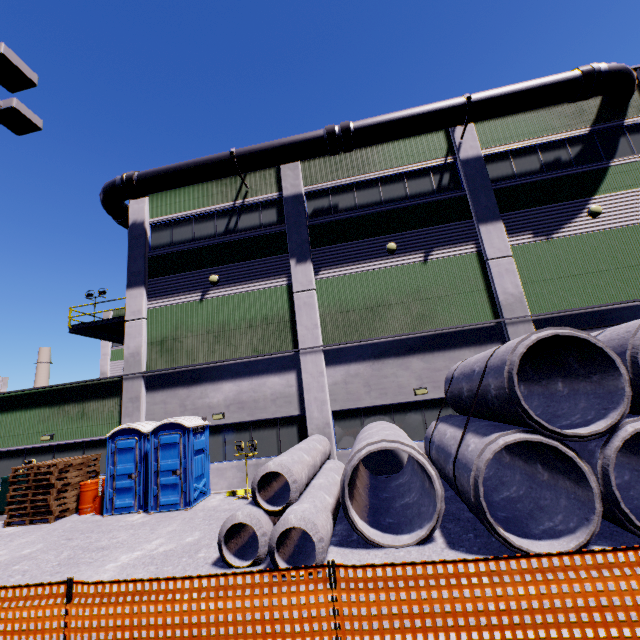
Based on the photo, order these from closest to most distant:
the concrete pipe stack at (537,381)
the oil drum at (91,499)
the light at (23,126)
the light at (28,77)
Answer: the concrete pipe stack at (537,381)
the light at (28,77)
the light at (23,126)
the oil drum at (91,499)

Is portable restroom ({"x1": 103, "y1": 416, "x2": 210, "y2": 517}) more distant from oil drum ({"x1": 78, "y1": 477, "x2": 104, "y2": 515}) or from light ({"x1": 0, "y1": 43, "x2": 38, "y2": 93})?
light ({"x1": 0, "y1": 43, "x2": 38, "y2": 93})

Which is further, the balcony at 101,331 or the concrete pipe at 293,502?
the balcony at 101,331

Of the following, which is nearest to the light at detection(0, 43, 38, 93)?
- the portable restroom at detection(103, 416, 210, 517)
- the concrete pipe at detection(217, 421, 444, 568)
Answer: the portable restroom at detection(103, 416, 210, 517)

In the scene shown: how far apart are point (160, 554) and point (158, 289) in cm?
1114

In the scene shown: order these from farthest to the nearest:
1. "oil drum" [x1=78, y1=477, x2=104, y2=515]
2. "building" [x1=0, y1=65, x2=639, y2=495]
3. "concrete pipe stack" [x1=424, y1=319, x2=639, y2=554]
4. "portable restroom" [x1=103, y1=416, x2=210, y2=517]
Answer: "building" [x1=0, y1=65, x2=639, y2=495] → "oil drum" [x1=78, y1=477, x2=104, y2=515] → "portable restroom" [x1=103, y1=416, x2=210, y2=517] → "concrete pipe stack" [x1=424, y1=319, x2=639, y2=554]

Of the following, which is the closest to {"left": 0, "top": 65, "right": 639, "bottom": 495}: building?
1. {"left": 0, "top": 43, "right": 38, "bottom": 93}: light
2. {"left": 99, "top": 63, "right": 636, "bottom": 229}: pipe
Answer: {"left": 99, "top": 63, "right": 636, "bottom": 229}: pipe

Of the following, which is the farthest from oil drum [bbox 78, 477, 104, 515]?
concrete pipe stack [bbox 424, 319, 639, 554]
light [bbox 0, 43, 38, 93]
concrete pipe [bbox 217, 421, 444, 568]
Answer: concrete pipe stack [bbox 424, 319, 639, 554]
